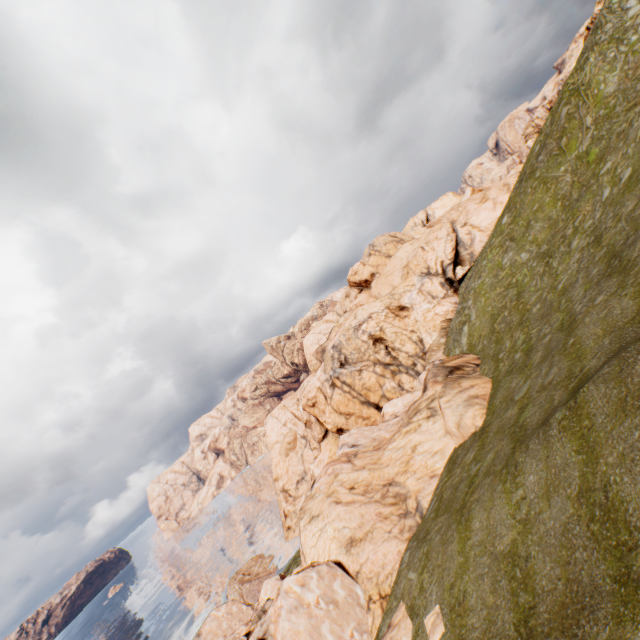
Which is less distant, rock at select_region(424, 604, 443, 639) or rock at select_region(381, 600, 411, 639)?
rock at select_region(424, 604, 443, 639)

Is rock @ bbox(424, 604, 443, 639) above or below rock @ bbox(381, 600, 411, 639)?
above

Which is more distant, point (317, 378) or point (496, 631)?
point (317, 378)

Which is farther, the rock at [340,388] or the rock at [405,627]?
the rock at [340,388]

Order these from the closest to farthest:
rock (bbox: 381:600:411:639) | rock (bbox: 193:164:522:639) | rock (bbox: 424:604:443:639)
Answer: rock (bbox: 424:604:443:639) < rock (bbox: 381:600:411:639) < rock (bbox: 193:164:522:639)

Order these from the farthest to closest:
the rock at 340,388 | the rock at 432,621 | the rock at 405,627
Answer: the rock at 340,388, the rock at 405,627, the rock at 432,621
